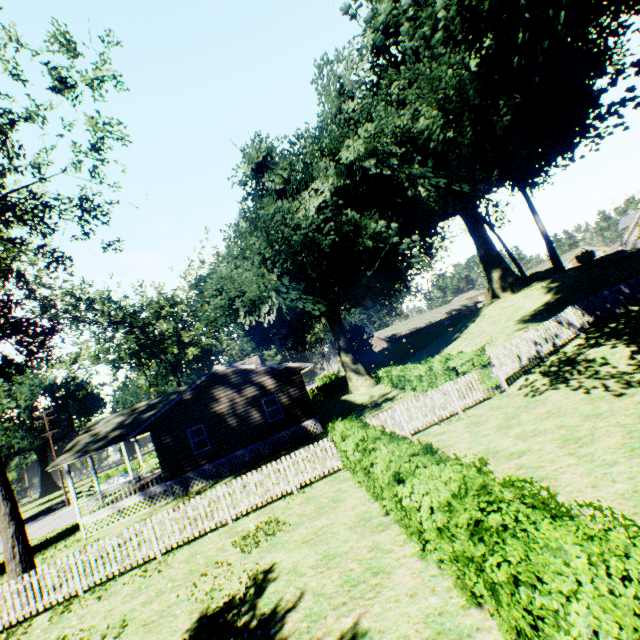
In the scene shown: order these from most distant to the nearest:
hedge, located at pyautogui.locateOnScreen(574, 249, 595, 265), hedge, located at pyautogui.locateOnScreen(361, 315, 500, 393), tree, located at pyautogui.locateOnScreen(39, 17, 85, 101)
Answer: hedge, located at pyautogui.locateOnScreen(574, 249, 595, 265), hedge, located at pyautogui.locateOnScreen(361, 315, 500, 393), tree, located at pyautogui.locateOnScreen(39, 17, 85, 101)

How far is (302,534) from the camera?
8.73m

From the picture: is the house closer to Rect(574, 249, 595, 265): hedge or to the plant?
the plant

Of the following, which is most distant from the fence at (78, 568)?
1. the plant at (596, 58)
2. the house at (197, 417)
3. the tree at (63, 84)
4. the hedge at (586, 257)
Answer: the hedge at (586, 257)

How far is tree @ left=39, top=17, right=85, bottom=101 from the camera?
11.5m

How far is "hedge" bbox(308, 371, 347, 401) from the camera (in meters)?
46.25

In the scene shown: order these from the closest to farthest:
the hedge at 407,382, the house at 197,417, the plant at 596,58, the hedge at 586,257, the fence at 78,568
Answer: the fence at 78,568
the plant at 596,58
the hedge at 407,382
the house at 197,417
the hedge at 586,257

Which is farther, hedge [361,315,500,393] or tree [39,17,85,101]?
hedge [361,315,500,393]
